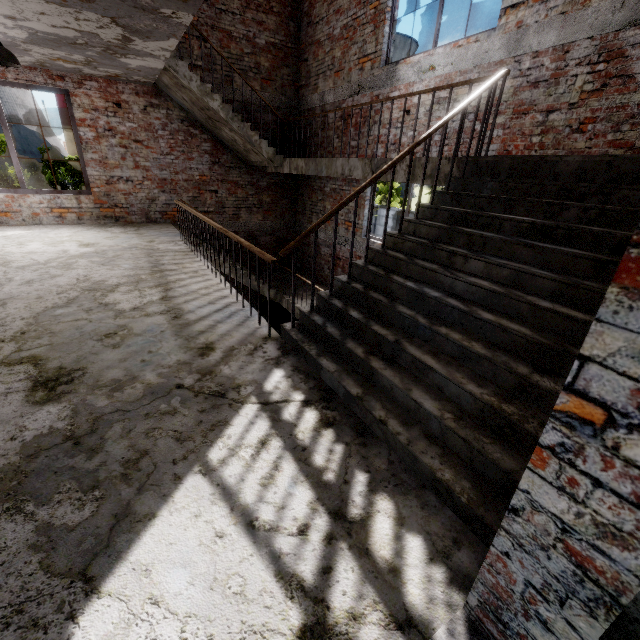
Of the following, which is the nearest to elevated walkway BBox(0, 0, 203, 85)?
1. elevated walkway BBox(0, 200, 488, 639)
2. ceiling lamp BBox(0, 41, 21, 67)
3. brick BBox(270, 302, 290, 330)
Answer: ceiling lamp BBox(0, 41, 21, 67)

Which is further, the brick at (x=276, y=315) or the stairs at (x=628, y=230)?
the brick at (x=276, y=315)

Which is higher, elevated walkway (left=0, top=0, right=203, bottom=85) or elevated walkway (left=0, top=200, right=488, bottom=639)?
elevated walkway (left=0, top=0, right=203, bottom=85)

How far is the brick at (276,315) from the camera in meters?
11.3

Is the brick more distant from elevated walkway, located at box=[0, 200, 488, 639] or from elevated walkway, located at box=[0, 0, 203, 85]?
elevated walkway, located at box=[0, 0, 203, 85]

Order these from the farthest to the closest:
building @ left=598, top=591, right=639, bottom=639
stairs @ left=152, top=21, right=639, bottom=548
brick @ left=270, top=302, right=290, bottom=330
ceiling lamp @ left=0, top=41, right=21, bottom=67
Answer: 1. brick @ left=270, top=302, right=290, bottom=330
2. ceiling lamp @ left=0, top=41, right=21, bottom=67
3. stairs @ left=152, top=21, right=639, bottom=548
4. building @ left=598, top=591, right=639, bottom=639

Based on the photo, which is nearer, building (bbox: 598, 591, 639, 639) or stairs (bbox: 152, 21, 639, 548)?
building (bbox: 598, 591, 639, 639)

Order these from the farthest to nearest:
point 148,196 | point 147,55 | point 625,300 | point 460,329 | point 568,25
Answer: point 148,196 → point 147,55 → point 568,25 → point 460,329 → point 625,300
